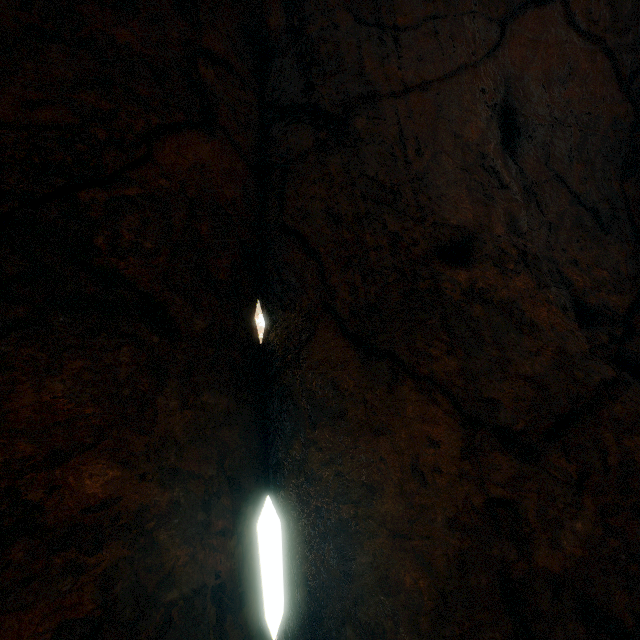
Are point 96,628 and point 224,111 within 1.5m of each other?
no
